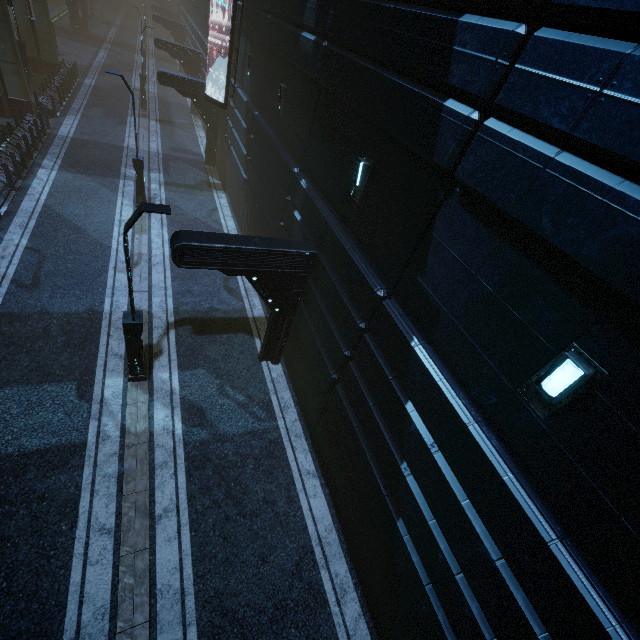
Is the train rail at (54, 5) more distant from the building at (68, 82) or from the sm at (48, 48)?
the sm at (48, 48)

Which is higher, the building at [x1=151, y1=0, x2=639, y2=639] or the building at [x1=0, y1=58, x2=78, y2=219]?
the building at [x1=151, y1=0, x2=639, y2=639]

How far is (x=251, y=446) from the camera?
9.41m

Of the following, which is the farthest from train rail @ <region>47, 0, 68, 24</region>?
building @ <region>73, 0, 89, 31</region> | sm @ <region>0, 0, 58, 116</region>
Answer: sm @ <region>0, 0, 58, 116</region>

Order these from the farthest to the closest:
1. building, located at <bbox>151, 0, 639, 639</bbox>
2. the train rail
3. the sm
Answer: the train rail
the sm
building, located at <bbox>151, 0, 639, 639</bbox>

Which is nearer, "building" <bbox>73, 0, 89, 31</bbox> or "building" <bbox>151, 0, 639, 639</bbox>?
"building" <bbox>151, 0, 639, 639</bbox>

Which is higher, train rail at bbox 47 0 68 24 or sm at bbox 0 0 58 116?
sm at bbox 0 0 58 116
